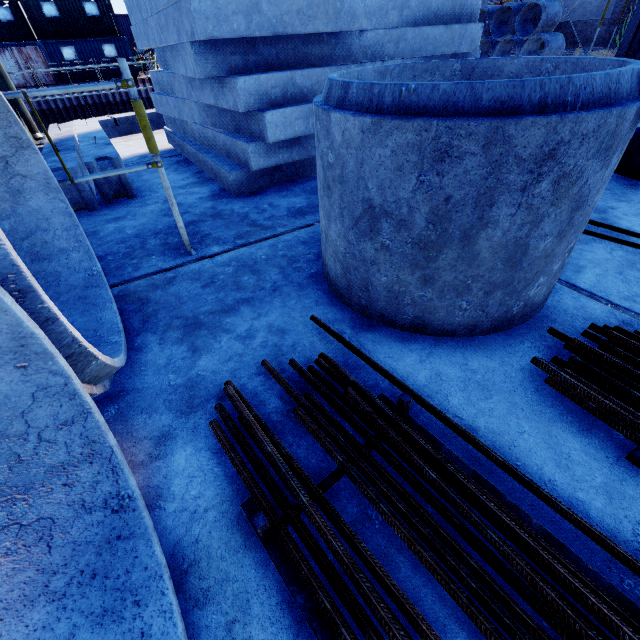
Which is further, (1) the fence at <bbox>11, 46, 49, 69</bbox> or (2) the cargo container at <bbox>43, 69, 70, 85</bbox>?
(2) the cargo container at <bbox>43, 69, 70, 85</bbox>

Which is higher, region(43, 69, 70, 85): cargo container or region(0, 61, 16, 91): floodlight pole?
region(0, 61, 16, 91): floodlight pole

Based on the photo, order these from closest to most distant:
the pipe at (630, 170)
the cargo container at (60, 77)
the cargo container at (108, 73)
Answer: the pipe at (630, 170)
the cargo container at (60, 77)
the cargo container at (108, 73)

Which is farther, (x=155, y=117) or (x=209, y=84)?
(x=155, y=117)

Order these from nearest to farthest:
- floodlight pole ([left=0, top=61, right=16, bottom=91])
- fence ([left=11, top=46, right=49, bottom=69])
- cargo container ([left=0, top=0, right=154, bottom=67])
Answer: floodlight pole ([left=0, top=61, right=16, bottom=91]), fence ([left=11, top=46, right=49, bottom=69]), cargo container ([left=0, top=0, right=154, bottom=67])

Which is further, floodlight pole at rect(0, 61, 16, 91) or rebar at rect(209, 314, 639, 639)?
floodlight pole at rect(0, 61, 16, 91)

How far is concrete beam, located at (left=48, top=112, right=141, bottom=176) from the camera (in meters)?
3.86

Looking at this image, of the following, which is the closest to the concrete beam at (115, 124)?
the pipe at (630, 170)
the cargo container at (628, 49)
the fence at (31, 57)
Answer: the pipe at (630, 170)
